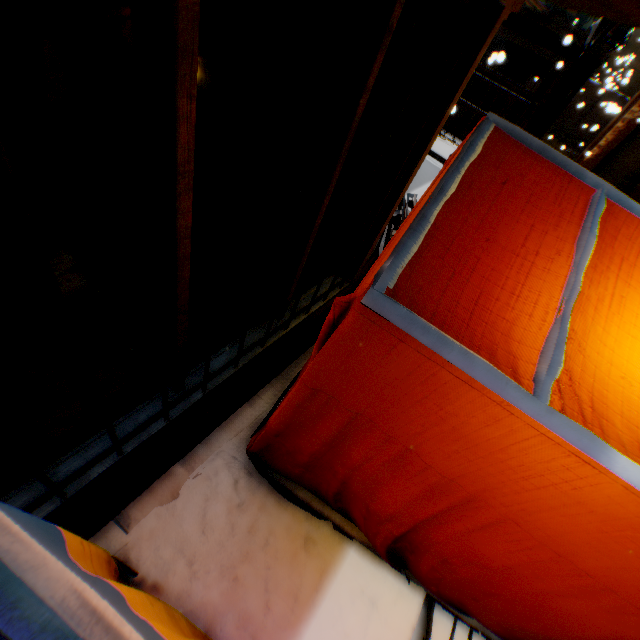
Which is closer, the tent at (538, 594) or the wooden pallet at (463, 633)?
the tent at (538, 594)

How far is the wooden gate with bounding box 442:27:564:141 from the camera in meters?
9.7 m

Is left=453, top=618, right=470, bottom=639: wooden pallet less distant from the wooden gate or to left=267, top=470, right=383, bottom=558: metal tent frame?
left=267, top=470, right=383, bottom=558: metal tent frame

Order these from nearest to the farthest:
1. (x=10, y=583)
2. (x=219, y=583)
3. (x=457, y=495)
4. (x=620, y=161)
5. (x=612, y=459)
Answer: (x=10, y=583) < (x=612, y=459) < (x=457, y=495) < (x=219, y=583) < (x=620, y=161)

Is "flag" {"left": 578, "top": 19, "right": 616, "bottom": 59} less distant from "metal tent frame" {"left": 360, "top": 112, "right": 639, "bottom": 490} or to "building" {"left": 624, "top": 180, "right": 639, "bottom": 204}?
"building" {"left": 624, "top": 180, "right": 639, "bottom": 204}

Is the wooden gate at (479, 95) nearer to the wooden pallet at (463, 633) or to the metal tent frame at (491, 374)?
the metal tent frame at (491, 374)

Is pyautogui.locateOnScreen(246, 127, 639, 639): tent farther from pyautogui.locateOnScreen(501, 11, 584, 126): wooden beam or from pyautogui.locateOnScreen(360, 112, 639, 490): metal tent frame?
pyautogui.locateOnScreen(501, 11, 584, 126): wooden beam

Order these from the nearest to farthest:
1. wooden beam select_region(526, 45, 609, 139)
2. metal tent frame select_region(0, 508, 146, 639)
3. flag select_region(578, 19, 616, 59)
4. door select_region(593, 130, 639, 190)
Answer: metal tent frame select_region(0, 508, 146, 639)
flag select_region(578, 19, 616, 59)
wooden beam select_region(526, 45, 609, 139)
door select_region(593, 130, 639, 190)
